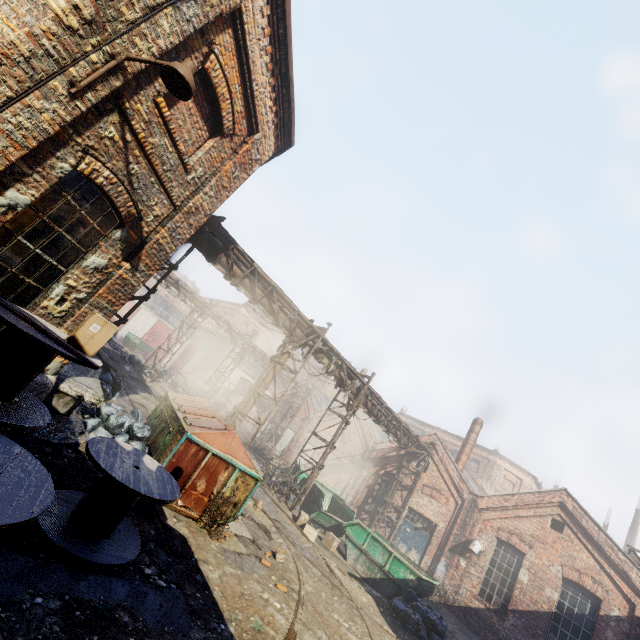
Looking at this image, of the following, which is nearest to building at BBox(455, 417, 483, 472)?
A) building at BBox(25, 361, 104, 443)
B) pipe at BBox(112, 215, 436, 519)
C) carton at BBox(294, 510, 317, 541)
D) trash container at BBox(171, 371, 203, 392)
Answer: pipe at BBox(112, 215, 436, 519)

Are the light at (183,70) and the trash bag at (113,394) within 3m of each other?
no

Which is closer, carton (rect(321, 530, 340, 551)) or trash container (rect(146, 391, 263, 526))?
trash container (rect(146, 391, 263, 526))

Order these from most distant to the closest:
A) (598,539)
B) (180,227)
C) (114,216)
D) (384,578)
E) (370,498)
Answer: (370,498) → (598,539) → (384,578) → (180,227) → (114,216)

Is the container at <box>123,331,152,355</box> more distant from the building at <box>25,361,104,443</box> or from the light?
the light

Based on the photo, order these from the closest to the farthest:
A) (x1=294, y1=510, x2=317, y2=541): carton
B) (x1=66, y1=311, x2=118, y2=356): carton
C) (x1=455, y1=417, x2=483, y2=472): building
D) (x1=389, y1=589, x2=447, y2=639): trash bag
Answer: (x1=66, y1=311, x2=118, y2=356): carton → (x1=389, y1=589, x2=447, y2=639): trash bag → (x1=294, y1=510, x2=317, y2=541): carton → (x1=455, y1=417, x2=483, y2=472): building

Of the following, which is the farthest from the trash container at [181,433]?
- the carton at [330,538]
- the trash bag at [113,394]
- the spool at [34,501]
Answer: the carton at [330,538]

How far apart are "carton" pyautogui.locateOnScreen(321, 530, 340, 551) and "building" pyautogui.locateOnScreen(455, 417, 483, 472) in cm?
1153
